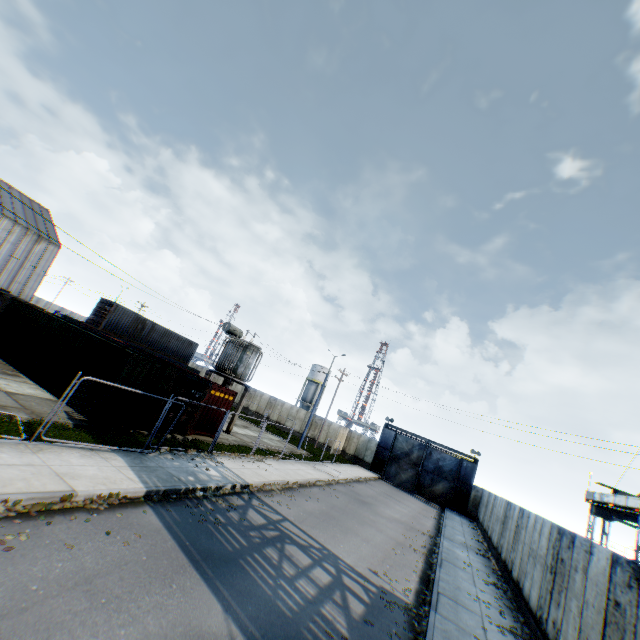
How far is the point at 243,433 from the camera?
26.3m

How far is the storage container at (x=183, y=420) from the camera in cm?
1655

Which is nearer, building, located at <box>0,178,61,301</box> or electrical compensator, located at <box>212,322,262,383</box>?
electrical compensator, located at <box>212,322,262,383</box>

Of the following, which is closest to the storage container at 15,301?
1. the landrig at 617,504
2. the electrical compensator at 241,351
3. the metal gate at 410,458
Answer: the electrical compensator at 241,351

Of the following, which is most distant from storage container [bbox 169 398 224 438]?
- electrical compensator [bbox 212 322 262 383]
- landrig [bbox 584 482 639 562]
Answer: landrig [bbox 584 482 639 562]

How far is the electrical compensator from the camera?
22.9 meters

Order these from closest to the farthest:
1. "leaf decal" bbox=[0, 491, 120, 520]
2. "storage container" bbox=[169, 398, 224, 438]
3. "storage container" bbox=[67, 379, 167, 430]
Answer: "leaf decal" bbox=[0, 491, 120, 520]
"storage container" bbox=[67, 379, 167, 430]
"storage container" bbox=[169, 398, 224, 438]

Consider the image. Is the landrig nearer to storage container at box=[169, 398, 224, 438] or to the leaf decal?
storage container at box=[169, 398, 224, 438]
